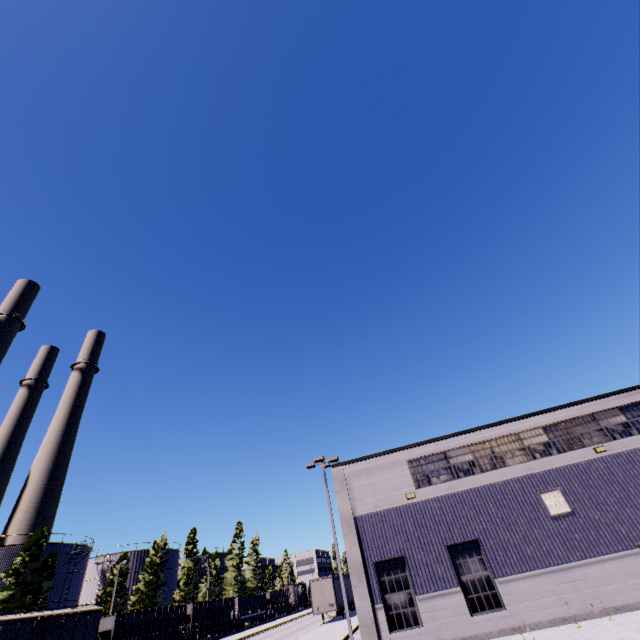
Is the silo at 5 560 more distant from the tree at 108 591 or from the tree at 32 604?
the tree at 32 604

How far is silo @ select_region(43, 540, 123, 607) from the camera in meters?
41.7 m

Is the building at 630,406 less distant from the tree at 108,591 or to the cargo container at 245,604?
the cargo container at 245,604

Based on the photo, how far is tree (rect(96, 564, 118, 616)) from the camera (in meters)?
44.14

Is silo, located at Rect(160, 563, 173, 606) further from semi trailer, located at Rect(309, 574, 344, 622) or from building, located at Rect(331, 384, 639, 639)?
building, located at Rect(331, 384, 639, 639)

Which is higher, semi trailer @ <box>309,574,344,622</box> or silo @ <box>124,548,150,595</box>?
silo @ <box>124,548,150,595</box>

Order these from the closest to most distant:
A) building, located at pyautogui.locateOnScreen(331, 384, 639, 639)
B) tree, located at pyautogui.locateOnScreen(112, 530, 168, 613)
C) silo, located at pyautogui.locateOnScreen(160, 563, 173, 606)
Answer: building, located at pyautogui.locateOnScreen(331, 384, 639, 639) → tree, located at pyautogui.locateOnScreen(112, 530, 168, 613) → silo, located at pyautogui.locateOnScreen(160, 563, 173, 606)

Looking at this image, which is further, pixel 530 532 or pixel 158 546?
pixel 158 546
